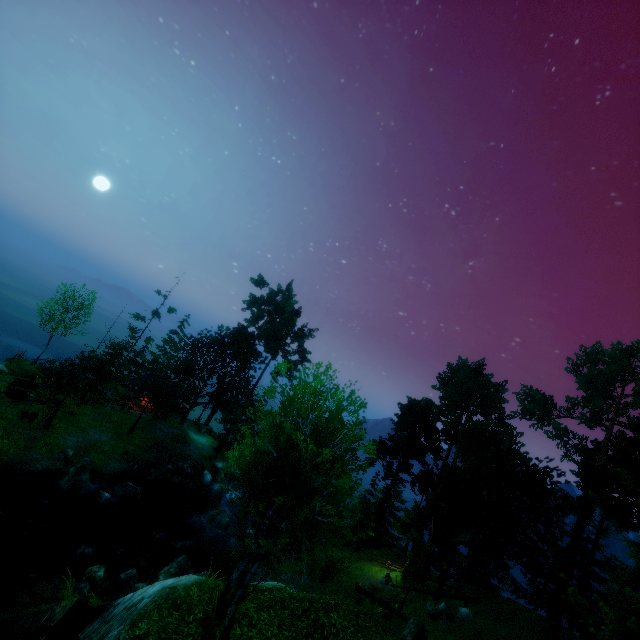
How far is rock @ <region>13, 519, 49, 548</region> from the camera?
18.9m

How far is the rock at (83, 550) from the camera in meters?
18.2

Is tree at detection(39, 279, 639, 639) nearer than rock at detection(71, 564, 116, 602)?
Yes

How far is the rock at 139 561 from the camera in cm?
1705

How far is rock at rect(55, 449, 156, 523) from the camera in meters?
22.8 m

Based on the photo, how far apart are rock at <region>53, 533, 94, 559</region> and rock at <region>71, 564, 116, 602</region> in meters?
2.2

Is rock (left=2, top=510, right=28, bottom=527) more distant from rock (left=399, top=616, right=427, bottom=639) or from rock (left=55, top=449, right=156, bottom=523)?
rock (left=399, top=616, right=427, bottom=639)

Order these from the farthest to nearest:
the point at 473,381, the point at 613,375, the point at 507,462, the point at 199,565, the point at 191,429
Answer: the point at 191,429, the point at 613,375, the point at 473,381, the point at 507,462, the point at 199,565
